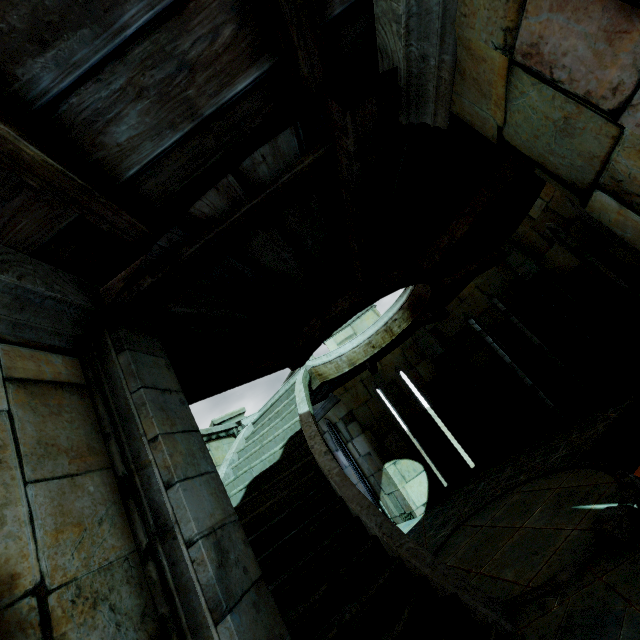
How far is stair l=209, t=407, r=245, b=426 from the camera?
8.2m

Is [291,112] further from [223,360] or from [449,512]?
[449,512]

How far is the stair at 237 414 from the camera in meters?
8.2 m
